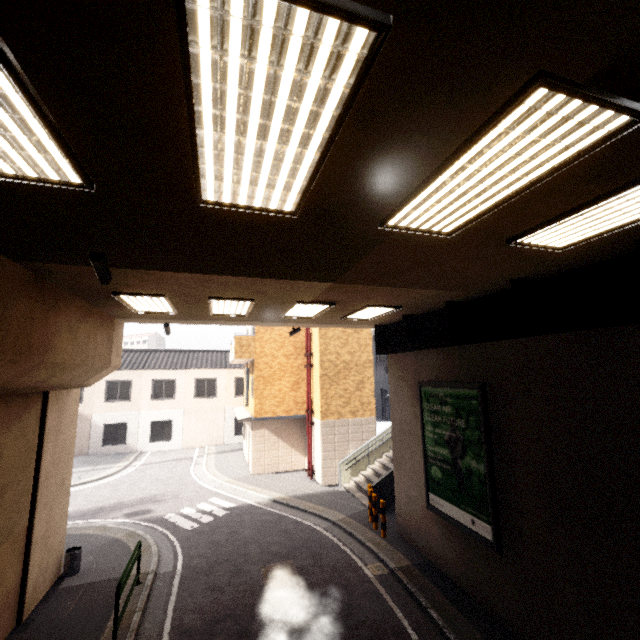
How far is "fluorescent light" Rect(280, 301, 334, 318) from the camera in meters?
7.8 m

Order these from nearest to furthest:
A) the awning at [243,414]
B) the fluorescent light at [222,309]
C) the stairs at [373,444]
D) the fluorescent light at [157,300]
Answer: the fluorescent light at [157,300]
the fluorescent light at [222,309]
the stairs at [373,444]
the awning at [243,414]

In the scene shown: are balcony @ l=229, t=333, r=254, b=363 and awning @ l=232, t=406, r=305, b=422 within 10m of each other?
yes

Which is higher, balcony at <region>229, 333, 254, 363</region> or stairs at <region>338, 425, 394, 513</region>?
balcony at <region>229, 333, 254, 363</region>

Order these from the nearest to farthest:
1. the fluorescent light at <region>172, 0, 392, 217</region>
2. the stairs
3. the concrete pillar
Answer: the fluorescent light at <region>172, 0, 392, 217</region> → the concrete pillar → the stairs

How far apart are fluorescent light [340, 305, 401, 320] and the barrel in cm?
980

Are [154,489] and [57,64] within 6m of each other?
no

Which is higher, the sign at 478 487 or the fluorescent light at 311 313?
the fluorescent light at 311 313
